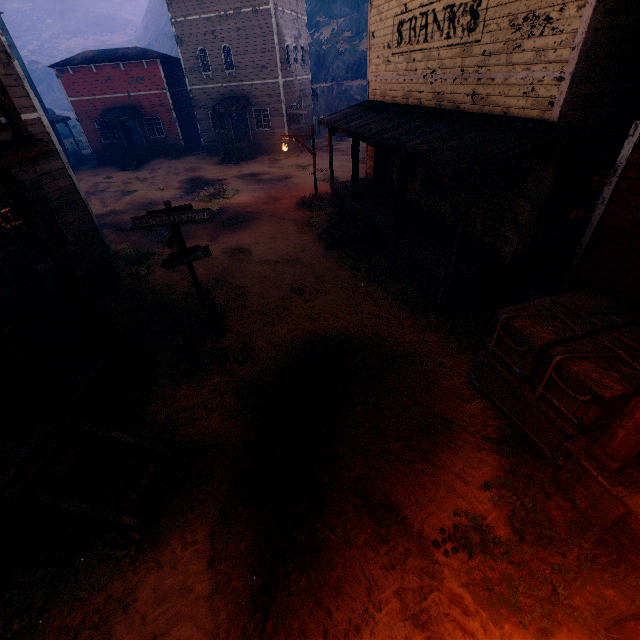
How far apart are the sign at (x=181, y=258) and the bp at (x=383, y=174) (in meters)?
9.89

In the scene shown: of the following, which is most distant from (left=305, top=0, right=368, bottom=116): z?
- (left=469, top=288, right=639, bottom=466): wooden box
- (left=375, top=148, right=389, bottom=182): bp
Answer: (left=375, top=148, right=389, bottom=182): bp

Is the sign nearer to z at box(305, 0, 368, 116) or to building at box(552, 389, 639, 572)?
z at box(305, 0, 368, 116)

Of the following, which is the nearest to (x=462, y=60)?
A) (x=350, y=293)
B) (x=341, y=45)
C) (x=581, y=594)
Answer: (x=350, y=293)

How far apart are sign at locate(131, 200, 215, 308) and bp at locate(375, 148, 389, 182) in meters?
9.9 m

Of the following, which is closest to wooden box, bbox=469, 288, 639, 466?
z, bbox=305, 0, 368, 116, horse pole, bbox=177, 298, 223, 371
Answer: z, bbox=305, 0, 368, 116

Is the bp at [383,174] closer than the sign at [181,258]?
No

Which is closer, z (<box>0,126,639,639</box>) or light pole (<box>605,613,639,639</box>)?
light pole (<box>605,613,639,639</box>)
